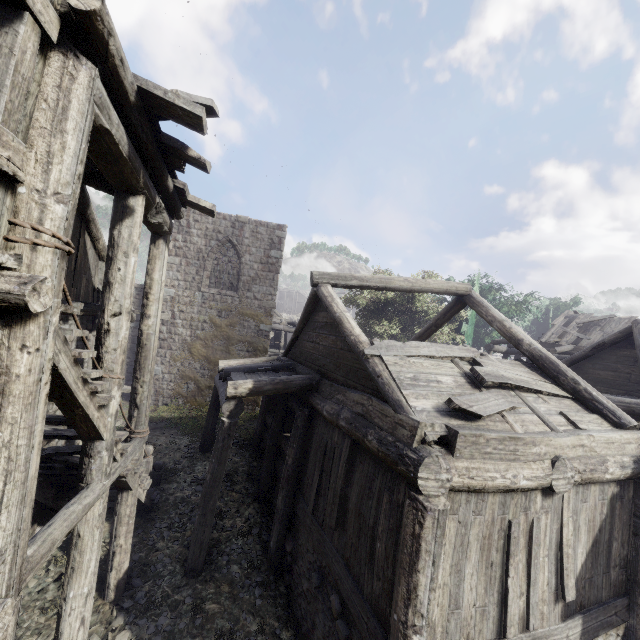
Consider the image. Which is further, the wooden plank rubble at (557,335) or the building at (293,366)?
the wooden plank rubble at (557,335)

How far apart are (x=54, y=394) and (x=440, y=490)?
5.1 meters

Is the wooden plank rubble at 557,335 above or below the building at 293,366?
above

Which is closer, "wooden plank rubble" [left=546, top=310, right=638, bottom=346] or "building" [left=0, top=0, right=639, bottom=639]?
"building" [left=0, top=0, right=639, bottom=639]

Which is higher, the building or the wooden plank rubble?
the wooden plank rubble
